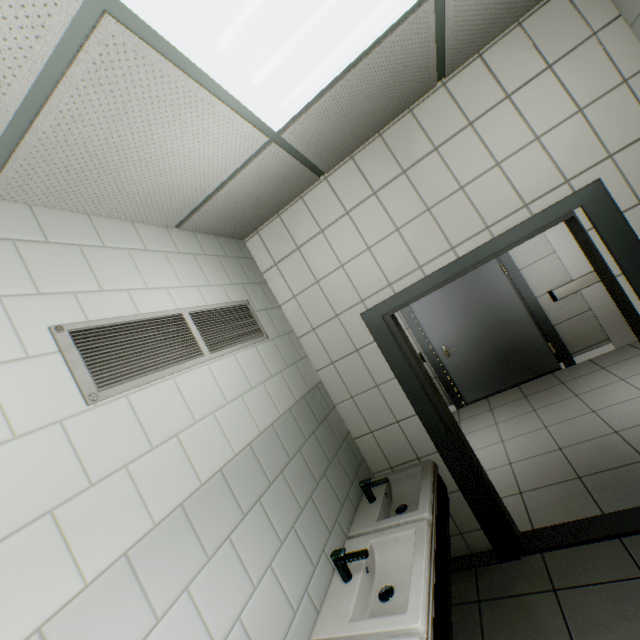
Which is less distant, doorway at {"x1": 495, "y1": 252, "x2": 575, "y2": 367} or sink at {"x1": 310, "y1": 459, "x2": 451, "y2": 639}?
sink at {"x1": 310, "y1": 459, "x2": 451, "y2": 639}

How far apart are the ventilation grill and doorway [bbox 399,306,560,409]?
3.7 meters

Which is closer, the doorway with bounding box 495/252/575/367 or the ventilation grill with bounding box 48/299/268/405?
the ventilation grill with bounding box 48/299/268/405

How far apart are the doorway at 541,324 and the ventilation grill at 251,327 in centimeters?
368cm

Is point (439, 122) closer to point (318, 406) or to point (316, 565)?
point (318, 406)

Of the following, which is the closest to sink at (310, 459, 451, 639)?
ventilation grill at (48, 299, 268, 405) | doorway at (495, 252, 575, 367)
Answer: ventilation grill at (48, 299, 268, 405)

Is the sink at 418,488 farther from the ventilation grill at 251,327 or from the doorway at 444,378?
the doorway at 444,378
